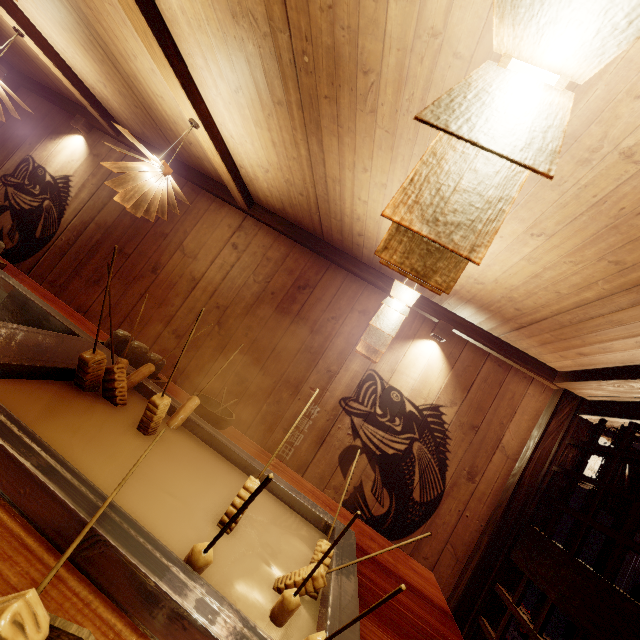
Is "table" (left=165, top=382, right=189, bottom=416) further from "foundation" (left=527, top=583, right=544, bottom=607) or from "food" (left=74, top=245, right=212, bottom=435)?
"foundation" (left=527, top=583, right=544, bottom=607)

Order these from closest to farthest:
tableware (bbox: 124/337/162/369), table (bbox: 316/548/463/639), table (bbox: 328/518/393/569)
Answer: table (bbox: 316/548/463/639)
table (bbox: 328/518/393/569)
tableware (bbox: 124/337/162/369)

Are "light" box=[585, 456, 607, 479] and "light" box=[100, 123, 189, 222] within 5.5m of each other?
no

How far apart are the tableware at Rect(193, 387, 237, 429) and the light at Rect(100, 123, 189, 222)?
2.5m

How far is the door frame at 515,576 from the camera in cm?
450

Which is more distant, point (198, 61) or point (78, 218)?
point (78, 218)

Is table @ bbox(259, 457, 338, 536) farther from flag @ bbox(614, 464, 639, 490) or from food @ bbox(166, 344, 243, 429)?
flag @ bbox(614, 464, 639, 490)

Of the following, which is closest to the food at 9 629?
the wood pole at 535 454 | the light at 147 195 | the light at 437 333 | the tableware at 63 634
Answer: the tableware at 63 634
